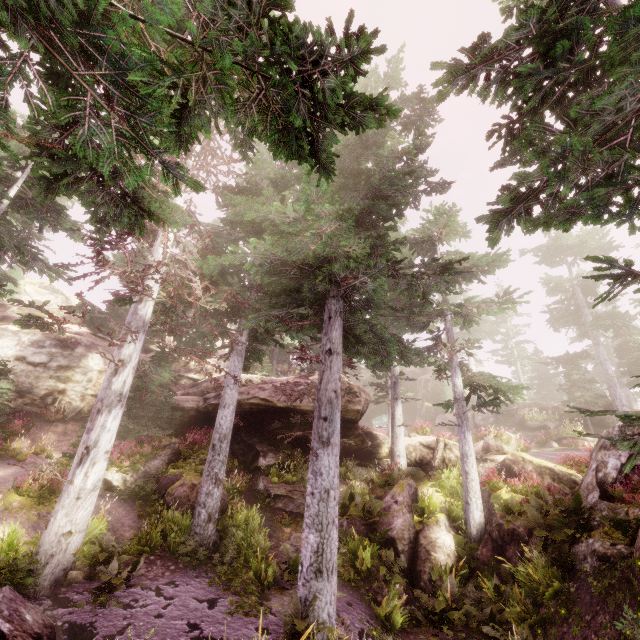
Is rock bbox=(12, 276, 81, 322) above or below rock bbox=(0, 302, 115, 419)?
above

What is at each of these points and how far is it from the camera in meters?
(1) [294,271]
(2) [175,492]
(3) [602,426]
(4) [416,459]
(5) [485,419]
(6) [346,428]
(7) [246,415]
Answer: (1) instancedfoliageactor, 17.9 m
(2) rock, 12.7 m
(3) rock, 24.7 m
(4) rock, 20.0 m
(5) rock, 31.2 m
(6) rock, 19.3 m
(7) rock, 19.5 m

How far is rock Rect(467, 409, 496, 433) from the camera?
30.5m

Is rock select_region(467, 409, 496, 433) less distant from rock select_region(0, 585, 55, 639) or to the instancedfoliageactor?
the instancedfoliageactor

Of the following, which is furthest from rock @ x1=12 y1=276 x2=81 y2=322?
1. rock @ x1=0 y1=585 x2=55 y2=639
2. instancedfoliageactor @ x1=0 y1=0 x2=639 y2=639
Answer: rock @ x1=0 y1=585 x2=55 y2=639

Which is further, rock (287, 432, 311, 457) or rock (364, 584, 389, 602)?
rock (287, 432, 311, 457)

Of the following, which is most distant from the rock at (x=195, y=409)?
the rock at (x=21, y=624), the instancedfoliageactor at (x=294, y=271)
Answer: the rock at (x=21, y=624)
